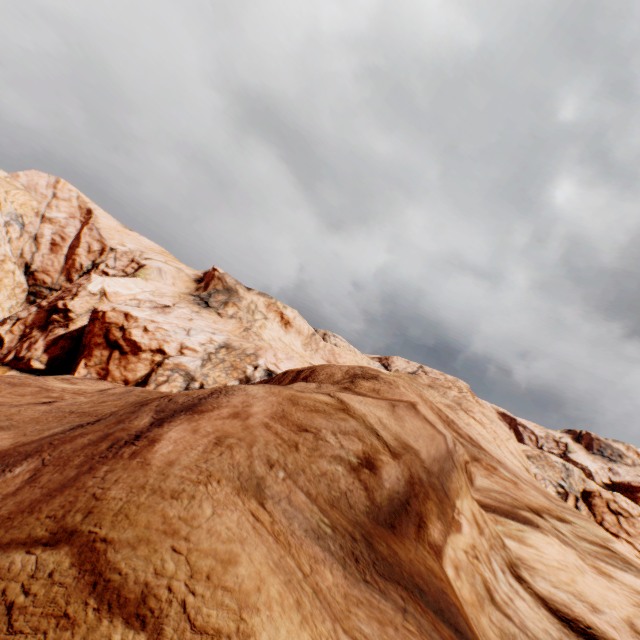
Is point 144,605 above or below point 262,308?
below
